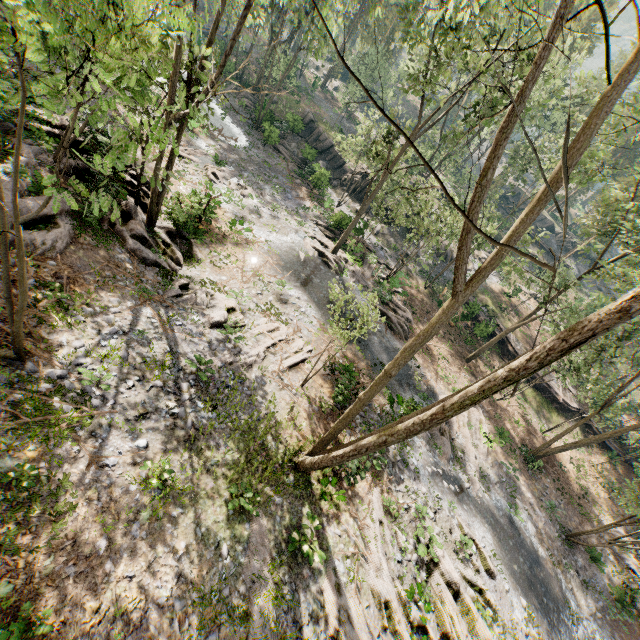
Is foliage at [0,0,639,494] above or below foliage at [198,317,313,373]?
above

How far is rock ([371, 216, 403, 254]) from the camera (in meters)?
→ 34.91

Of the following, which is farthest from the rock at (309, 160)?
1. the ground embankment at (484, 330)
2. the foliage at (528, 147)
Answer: the ground embankment at (484, 330)

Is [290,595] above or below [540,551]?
above

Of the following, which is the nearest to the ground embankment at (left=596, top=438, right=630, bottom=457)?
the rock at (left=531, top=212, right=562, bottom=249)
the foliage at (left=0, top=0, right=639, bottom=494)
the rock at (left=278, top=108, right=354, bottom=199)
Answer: the foliage at (left=0, top=0, right=639, bottom=494)

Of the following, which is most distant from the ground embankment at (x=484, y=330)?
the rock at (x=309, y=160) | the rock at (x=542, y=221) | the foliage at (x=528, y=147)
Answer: the rock at (x=542, y=221)
